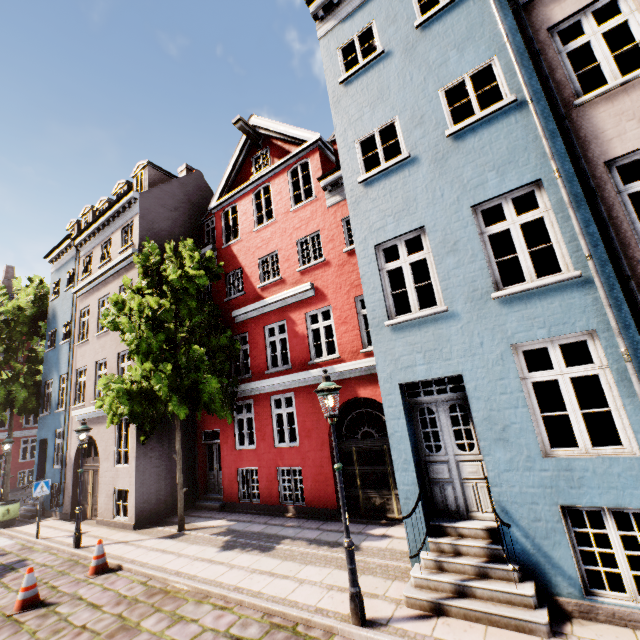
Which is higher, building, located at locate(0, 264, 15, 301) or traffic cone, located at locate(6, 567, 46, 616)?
building, located at locate(0, 264, 15, 301)

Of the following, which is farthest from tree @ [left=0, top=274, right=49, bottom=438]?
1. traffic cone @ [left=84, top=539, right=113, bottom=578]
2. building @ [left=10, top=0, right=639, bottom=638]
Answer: traffic cone @ [left=84, top=539, right=113, bottom=578]

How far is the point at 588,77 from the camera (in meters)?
10.62

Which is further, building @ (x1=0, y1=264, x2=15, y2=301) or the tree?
building @ (x1=0, y1=264, x2=15, y2=301)

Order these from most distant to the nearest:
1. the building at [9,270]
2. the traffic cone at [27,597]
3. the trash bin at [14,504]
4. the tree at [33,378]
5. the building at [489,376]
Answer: the building at [9,270] < the tree at [33,378] < the trash bin at [14,504] < the traffic cone at [27,597] < the building at [489,376]

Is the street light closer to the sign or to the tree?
the sign

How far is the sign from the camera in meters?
11.8 m

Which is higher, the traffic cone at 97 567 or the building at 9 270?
the building at 9 270
